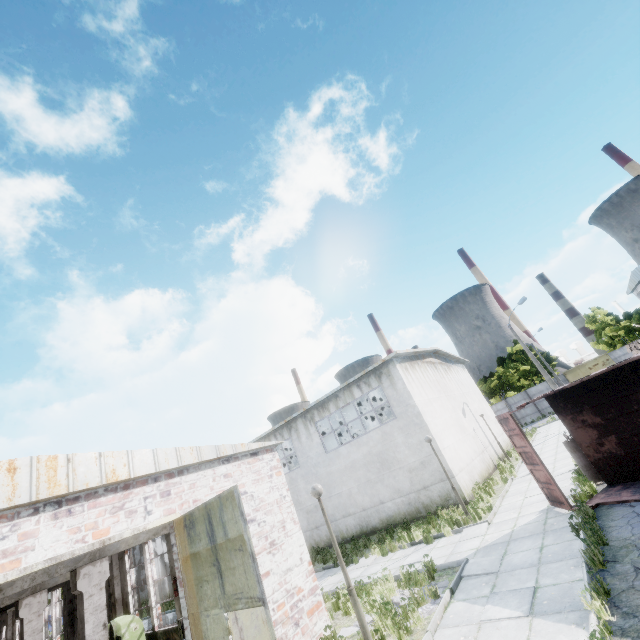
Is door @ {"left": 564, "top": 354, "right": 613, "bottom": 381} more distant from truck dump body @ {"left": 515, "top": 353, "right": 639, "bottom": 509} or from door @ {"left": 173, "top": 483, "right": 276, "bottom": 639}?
door @ {"left": 173, "top": 483, "right": 276, "bottom": 639}

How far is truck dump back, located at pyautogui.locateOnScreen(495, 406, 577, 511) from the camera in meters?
9.6 m

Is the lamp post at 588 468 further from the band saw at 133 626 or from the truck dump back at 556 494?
the band saw at 133 626

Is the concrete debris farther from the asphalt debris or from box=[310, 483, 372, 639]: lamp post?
the asphalt debris

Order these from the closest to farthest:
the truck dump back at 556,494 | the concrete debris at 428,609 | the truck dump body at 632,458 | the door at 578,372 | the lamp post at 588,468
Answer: the concrete debris at 428,609, the truck dump body at 632,458, the truck dump back at 556,494, the lamp post at 588,468, the door at 578,372

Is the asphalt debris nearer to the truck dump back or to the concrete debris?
the truck dump back

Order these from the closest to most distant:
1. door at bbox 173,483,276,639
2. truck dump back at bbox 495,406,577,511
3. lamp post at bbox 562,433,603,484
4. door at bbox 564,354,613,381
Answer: door at bbox 173,483,276,639 < truck dump back at bbox 495,406,577,511 < lamp post at bbox 562,433,603,484 < door at bbox 564,354,613,381

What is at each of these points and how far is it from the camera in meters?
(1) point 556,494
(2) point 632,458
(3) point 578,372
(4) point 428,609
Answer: (1) truck dump back, 9.8
(2) truck dump body, 9.2
(3) door, 45.6
(4) concrete debris, 7.6
